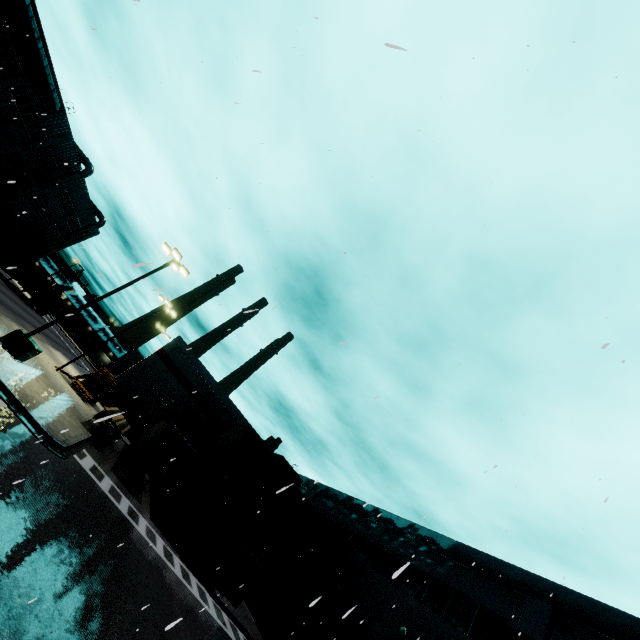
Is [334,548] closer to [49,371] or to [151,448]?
[151,448]

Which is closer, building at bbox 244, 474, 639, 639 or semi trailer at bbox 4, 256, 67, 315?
building at bbox 244, 474, 639, 639

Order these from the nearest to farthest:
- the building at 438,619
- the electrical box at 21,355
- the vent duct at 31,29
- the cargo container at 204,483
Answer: the building at 438,619 < the electrical box at 21,355 < the cargo container at 204,483 < the vent duct at 31,29

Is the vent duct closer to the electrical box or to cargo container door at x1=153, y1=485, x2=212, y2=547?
the electrical box

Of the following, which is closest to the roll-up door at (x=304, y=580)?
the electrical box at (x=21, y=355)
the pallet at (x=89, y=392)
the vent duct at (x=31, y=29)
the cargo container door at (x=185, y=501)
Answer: the vent duct at (x=31, y=29)

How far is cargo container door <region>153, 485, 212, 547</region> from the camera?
19.0m

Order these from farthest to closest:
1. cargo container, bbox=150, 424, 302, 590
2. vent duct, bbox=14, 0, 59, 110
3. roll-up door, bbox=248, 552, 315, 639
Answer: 1. vent duct, bbox=14, 0, 59, 110
2. roll-up door, bbox=248, 552, 315, 639
3. cargo container, bbox=150, 424, 302, 590

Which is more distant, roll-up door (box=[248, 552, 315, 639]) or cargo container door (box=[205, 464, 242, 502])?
roll-up door (box=[248, 552, 315, 639])
